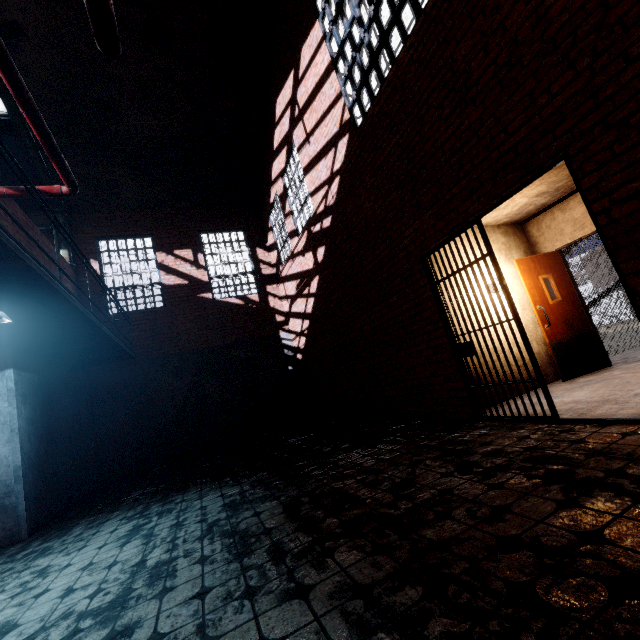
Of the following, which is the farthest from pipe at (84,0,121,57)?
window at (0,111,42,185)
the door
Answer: the door

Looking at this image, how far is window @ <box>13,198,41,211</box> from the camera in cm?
888

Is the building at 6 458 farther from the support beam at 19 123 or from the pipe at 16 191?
the support beam at 19 123

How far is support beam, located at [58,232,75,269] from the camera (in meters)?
9.06

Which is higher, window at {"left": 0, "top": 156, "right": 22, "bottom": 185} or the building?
window at {"left": 0, "top": 156, "right": 22, "bottom": 185}

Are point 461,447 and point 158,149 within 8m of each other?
no

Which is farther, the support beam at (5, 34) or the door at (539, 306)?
the support beam at (5, 34)

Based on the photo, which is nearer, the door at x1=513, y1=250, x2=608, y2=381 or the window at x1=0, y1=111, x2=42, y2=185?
the door at x1=513, y1=250, x2=608, y2=381
